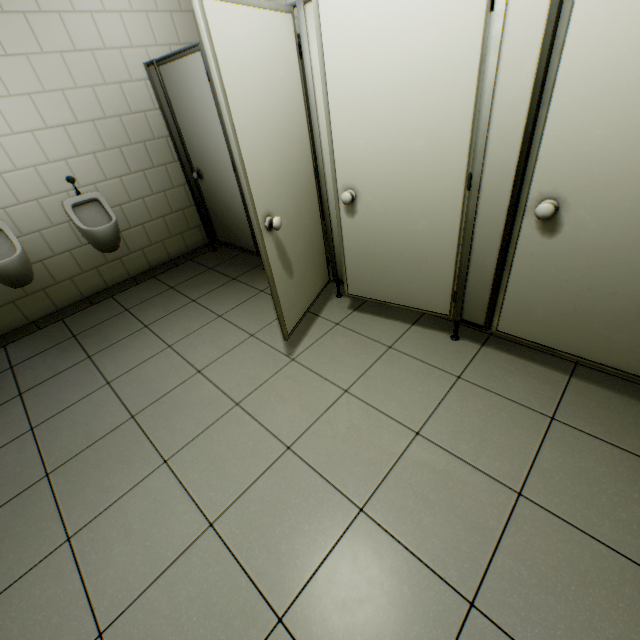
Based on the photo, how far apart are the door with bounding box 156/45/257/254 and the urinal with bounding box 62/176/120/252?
0.9m

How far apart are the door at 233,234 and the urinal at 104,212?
0.9m

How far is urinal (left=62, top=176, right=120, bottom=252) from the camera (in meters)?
3.02

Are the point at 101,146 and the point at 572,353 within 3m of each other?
no

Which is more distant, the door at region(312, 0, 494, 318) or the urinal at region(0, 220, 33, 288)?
the urinal at region(0, 220, 33, 288)

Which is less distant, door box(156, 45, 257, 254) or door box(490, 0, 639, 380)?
door box(490, 0, 639, 380)

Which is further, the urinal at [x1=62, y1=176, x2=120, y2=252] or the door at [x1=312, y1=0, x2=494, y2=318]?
the urinal at [x1=62, y1=176, x2=120, y2=252]

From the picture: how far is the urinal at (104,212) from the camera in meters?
3.0 m
